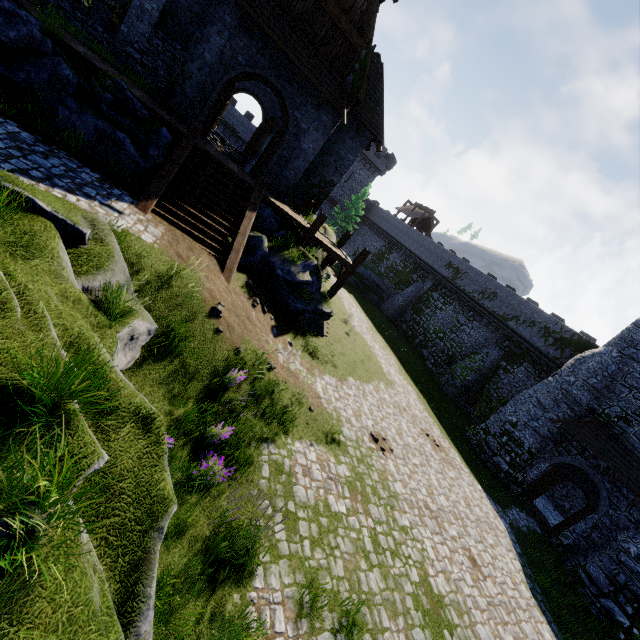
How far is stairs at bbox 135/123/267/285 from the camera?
10.2 meters

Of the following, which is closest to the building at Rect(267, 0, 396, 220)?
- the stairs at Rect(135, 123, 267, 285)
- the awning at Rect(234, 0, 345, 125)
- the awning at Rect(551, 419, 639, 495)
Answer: the awning at Rect(234, 0, 345, 125)

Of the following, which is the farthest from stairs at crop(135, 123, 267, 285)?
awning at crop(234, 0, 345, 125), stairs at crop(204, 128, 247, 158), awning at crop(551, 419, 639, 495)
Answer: awning at crop(551, 419, 639, 495)

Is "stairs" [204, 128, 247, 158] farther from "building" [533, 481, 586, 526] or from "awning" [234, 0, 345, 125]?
"building" [533, 481, 586, 526]

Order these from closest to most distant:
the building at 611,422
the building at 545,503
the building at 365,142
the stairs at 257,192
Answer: the stairs at 257,192
the building at 365,142
the building at 611,422
the building at 545,503

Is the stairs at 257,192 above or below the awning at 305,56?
below

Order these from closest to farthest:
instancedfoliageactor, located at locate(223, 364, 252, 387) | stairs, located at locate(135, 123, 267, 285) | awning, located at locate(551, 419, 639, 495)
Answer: instancedfoliageactor, located at locate(223, 364, 252, 387)
stairs, located at locate(135, 123, 267, 285)
awning, located at locate(551, 419, 639, 495)

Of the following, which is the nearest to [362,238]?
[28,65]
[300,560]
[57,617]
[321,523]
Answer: [28,65]
